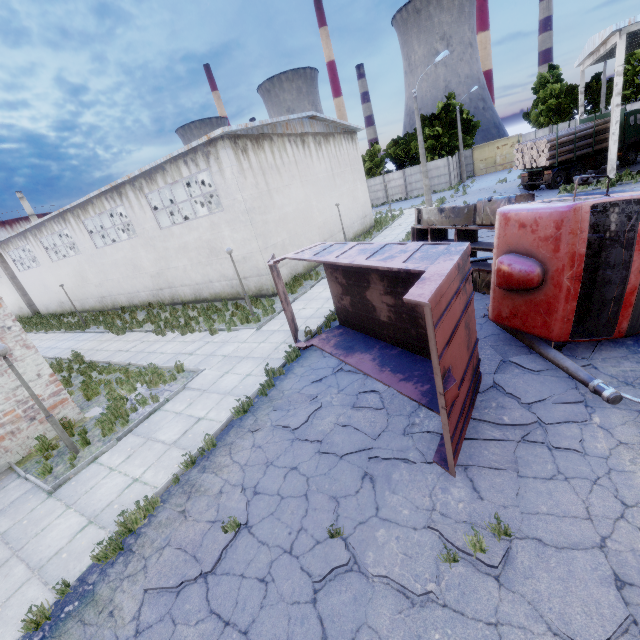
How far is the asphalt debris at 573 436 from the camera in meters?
5.3

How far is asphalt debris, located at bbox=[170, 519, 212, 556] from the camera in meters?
5.3 m

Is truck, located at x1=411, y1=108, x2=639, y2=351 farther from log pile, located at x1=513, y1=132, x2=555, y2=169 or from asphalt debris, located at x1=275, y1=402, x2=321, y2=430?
log pile, located at x1=513, y1=132, x2=555, y2=169

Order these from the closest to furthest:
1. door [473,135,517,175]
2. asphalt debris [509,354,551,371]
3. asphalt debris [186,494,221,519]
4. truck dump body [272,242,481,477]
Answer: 1. truck dump body [272,242,481,477]
2. asphalt debris [186,494,221,519]
3. asphalt debris [509,354,551,371]
4. door [473,135,517,175]

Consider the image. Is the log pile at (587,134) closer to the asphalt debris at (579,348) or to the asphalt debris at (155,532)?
the asphalt debris at (579,348)

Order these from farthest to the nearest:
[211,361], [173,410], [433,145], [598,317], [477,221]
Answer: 1. [433,145]
2. [211,361]
3. [477,221]
4. [173,410]
5. [598,317]

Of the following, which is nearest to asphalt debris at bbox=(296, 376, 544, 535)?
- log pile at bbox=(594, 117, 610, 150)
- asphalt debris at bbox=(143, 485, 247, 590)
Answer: asphalt debris at bbox=(143, 485, 247, 590)

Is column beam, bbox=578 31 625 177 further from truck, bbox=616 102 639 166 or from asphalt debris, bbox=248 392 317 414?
asphalt debris, bbox=248 392 317 414
